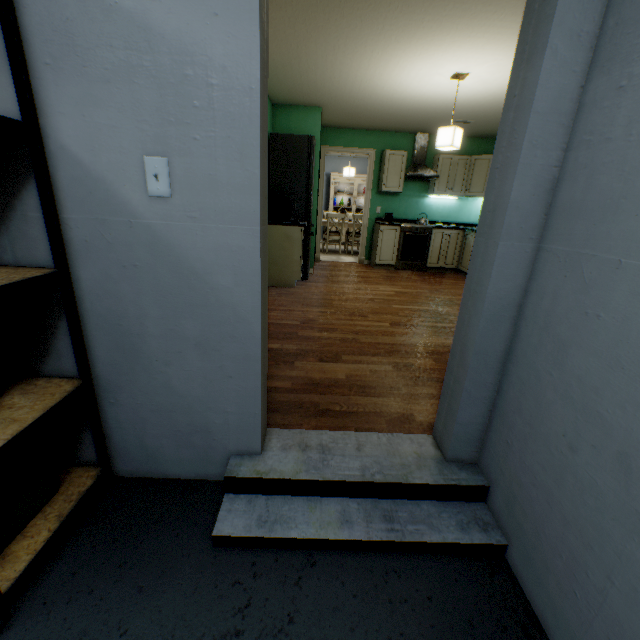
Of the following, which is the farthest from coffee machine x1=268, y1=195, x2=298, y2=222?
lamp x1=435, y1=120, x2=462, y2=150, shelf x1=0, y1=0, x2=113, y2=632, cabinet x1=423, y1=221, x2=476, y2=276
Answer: shelf x1=0, y1=0, x2=113, y2=632

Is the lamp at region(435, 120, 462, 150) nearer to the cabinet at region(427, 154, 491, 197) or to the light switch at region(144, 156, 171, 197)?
the cabinet at region(427, 154, 491, 197)

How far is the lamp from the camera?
3.4 meters

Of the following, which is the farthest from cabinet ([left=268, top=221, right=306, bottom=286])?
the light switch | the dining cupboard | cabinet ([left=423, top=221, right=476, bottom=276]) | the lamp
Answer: the dining cupboard

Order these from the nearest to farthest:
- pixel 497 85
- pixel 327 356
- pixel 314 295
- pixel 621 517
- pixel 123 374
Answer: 1. pixel 621 517
2. pixel 123 374
3. pixel 327 356
4. pixel 497 85
5. pixel 314 295

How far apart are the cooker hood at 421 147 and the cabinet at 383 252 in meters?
1.1

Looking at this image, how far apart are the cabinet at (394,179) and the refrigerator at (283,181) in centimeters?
167cm

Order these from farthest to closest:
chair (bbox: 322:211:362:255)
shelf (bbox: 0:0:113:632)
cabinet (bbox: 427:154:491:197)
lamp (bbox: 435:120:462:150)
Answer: chair (bbox: 322:211:362:255)
cabinet (bbox: 427:154:491:197)
lamp (bbox: 435:120:462:150)
shelf (bbox: 0:0:113:632)
